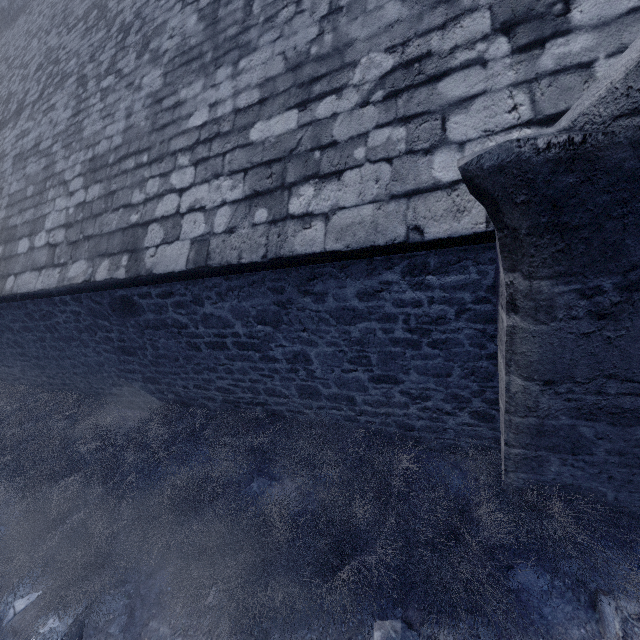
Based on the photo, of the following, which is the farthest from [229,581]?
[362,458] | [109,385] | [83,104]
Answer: [83,104]

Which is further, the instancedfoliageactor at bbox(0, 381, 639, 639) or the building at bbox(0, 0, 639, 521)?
the instancedfoliageactor at bbox(0, 381, 639, 639)

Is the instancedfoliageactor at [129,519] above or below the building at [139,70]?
below

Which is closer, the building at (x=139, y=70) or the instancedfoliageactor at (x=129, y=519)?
the building at (x=139, y=70)

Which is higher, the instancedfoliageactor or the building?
the building
